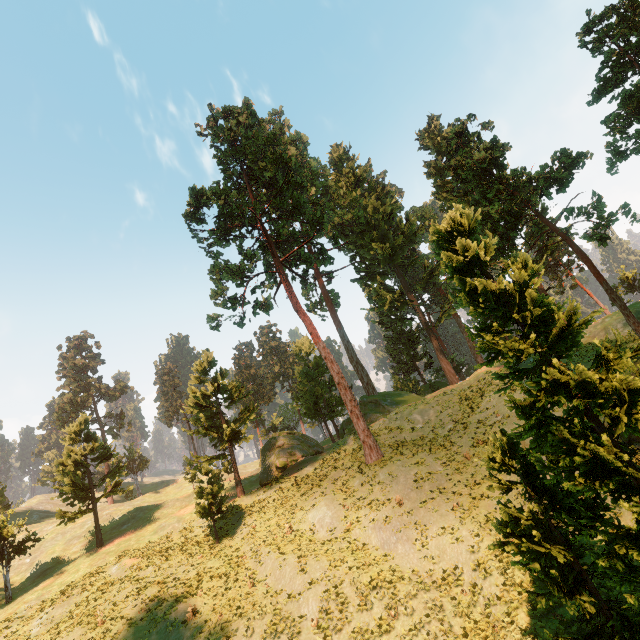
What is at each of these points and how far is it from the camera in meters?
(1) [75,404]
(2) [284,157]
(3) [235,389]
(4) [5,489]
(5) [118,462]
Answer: (1) treerock, 58.9
(2) treerock, 35.8
(3) treerock, 38.1
(4) treerock, 48.7
(5) treerock, 38.2

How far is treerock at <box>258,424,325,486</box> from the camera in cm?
3448

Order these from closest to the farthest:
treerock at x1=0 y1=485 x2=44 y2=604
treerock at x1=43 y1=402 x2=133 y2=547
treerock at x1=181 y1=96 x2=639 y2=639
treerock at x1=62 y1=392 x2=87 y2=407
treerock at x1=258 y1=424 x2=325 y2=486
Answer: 1. treerock at x1=181 y1=96 x2=639 y2=639
2. treerock at x1=0 y1=485 x2=44 y2=604
3. treerock at x1=43 y1=402 x2=133 y2=547
4. treerock at x1=258 y1=424 x2=325 y2=486
5. treerock at x1=62 y1=392 x2=87 y2=407

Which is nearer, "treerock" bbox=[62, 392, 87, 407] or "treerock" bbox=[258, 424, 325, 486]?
→ "treerock" bbox=[258, 424, 325, 486]

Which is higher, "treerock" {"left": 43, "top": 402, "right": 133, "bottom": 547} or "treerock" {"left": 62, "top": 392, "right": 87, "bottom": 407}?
"treerock" {"left": 62, "top": 392, "right": 87, "bottom": 407}

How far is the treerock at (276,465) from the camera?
34.5 meters
